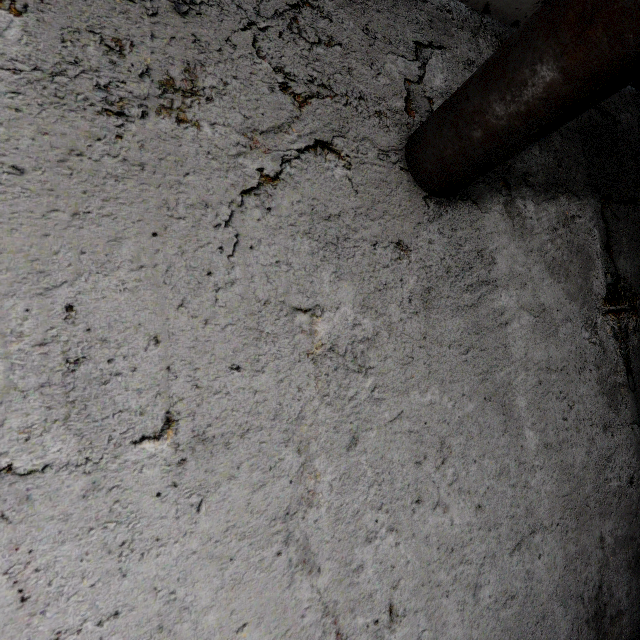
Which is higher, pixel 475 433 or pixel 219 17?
pixel 219 17
